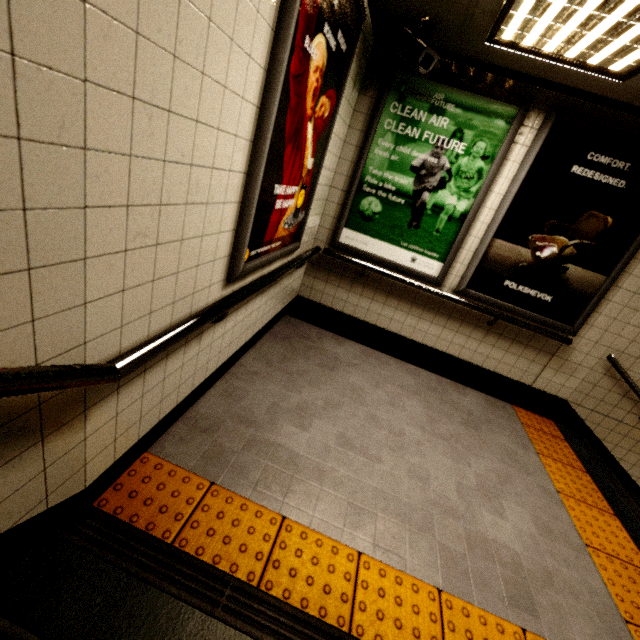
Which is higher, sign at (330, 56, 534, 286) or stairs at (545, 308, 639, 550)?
sign at (330, 56, 534, 286)

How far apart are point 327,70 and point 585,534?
3.77m

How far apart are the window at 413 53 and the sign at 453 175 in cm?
15

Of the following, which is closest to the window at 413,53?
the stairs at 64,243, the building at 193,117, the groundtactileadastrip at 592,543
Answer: the building at 193,117

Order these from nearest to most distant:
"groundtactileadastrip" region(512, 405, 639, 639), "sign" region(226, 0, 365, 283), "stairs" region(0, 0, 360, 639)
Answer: "stairs" region(0, 0, 360, 639) < "sign" region(226, 0, 365, 283) < "groundtactileadastrip" region(512, 405, 639, 639)

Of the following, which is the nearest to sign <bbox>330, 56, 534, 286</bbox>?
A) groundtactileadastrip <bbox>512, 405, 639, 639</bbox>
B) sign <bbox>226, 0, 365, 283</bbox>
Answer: sign <bbox>226, 0, 365, 283</bbox>

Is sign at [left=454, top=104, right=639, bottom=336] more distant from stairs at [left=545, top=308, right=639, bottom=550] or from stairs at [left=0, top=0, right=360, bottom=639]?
stairs at [left=0, top=0, right=360, bottom=639]

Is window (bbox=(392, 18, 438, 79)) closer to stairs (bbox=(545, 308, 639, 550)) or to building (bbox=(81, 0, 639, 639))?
building (bbox=(81, 0, 639, 639))
